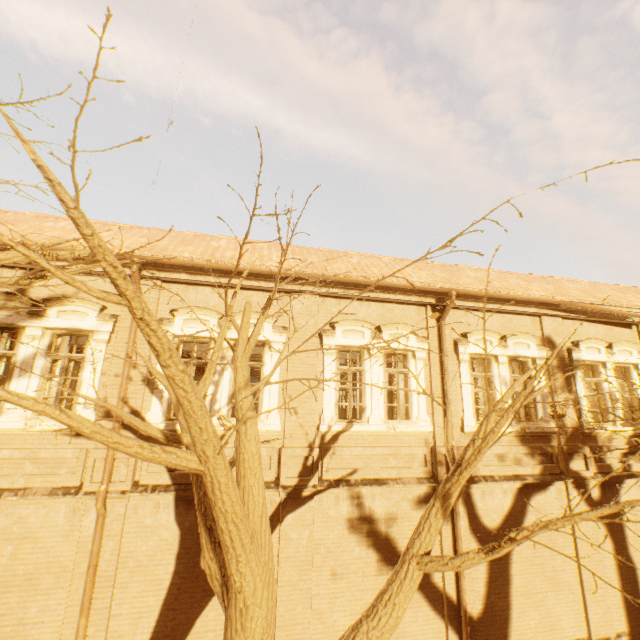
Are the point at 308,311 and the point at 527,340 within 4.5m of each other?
no
